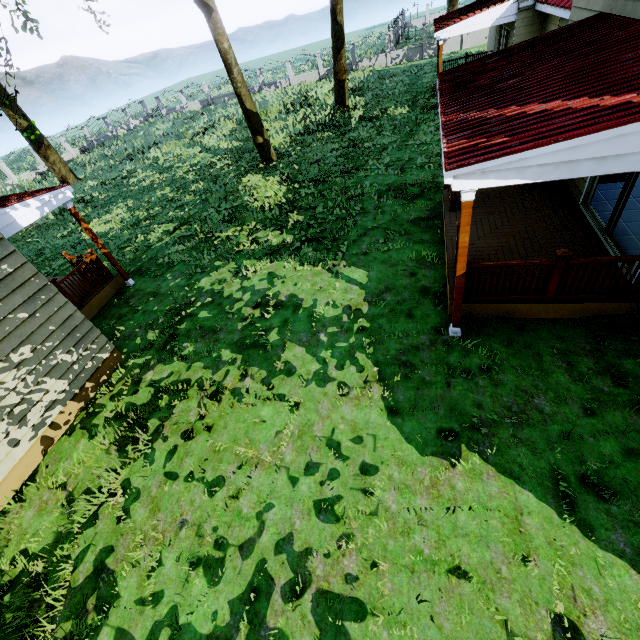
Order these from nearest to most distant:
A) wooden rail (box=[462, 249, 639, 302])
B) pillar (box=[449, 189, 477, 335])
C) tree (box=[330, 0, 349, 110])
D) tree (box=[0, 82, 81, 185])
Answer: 1. pillar (box=[449, 189, 477, 335])
2. wooden rail (box=[462, 249, 639, 302])
3. tree (box=[0, 82, 81, 185])
4. tree (box=[330, 0, 349, 110])

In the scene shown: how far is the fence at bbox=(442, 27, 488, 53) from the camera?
27.02m

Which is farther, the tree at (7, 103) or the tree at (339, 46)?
the tree at (339, 46)

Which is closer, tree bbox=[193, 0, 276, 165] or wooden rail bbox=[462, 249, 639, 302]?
wooden rail bbox=[462, 249, 639, 302]

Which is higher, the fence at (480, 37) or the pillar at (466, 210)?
the pillar at (466, 210)

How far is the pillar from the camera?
4.3 meters

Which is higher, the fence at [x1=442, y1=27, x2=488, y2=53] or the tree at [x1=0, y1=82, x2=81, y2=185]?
the tree at [x1=0, y1=82, x2=81, y2=185]

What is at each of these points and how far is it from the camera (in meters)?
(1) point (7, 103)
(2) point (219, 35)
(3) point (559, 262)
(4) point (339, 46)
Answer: (1) tree, 10.19
(2) tree, 13.18
(3) wooden rail, 5.15
(4) tree, 18.59
